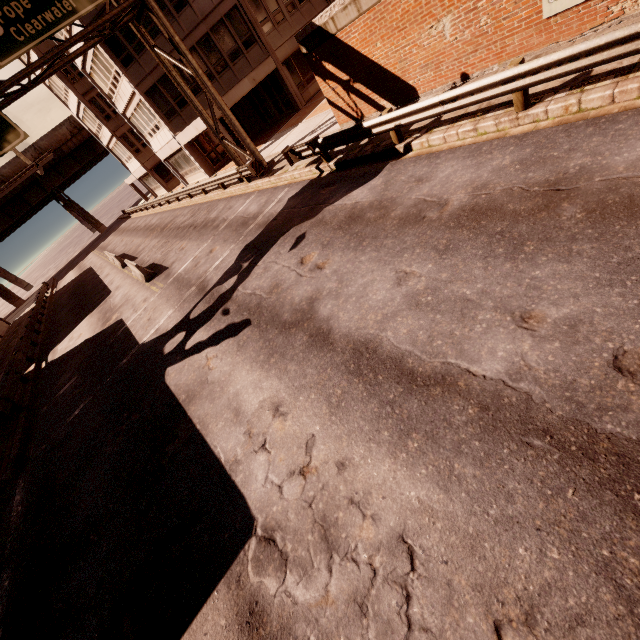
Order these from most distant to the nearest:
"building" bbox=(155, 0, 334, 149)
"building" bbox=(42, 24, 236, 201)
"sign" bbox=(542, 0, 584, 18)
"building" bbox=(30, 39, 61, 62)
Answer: "building" bbox=(30, 39, 61, 62), "building" bbox=(42, 24, 236, 201), "building" bbox=(155, 0, 334, 149), "sign" bbox=(542, 0, 584, 18)

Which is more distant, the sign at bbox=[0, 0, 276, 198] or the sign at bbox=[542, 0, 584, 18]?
the sign at bbox=[0, 0, 276, 198]

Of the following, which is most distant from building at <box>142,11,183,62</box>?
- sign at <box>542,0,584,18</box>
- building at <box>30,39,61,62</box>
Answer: sign at <box>542,0,584,18</box>

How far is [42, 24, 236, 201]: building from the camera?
22.7m

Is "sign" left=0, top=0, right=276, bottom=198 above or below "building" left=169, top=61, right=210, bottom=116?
above

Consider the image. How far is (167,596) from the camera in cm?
454

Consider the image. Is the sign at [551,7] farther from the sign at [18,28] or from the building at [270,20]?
the building at [270,20]

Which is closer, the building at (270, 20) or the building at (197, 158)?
the building at (270, 20)
